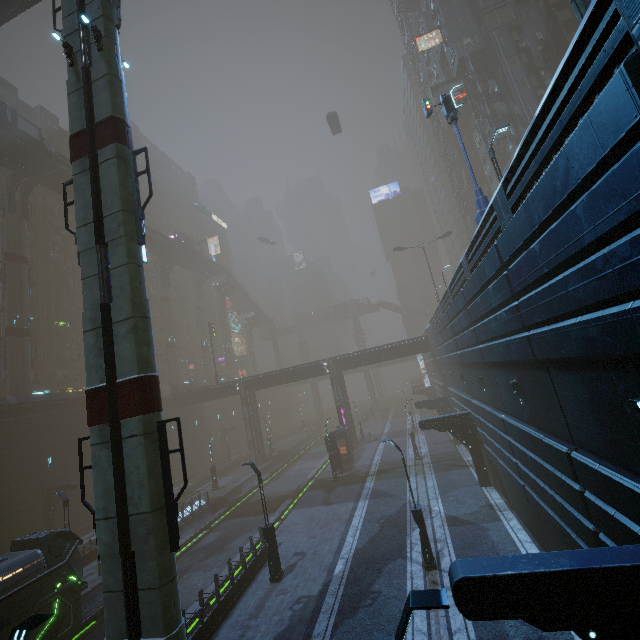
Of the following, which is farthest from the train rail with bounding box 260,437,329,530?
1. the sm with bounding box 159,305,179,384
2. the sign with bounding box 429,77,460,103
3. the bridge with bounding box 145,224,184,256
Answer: the sign with bounding box 429,77,460,103

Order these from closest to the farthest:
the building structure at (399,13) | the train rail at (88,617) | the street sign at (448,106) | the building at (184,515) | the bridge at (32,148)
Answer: the street sign at (448,106)
the train rail at (88,617)
the building at (184,515)
the bridge at (32,148)
the building structure at (399,13)

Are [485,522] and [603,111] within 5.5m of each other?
no

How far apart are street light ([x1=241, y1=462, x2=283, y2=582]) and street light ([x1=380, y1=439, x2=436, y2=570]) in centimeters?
668cm

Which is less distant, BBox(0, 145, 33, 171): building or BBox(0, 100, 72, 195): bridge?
BBox(0, 100, 72, 195): bridge

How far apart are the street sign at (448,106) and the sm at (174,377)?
55.7m

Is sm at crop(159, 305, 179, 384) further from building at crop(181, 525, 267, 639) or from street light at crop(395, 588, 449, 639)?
street light at crop(395, 588, 449, 639)

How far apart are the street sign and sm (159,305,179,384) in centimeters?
5567cm
